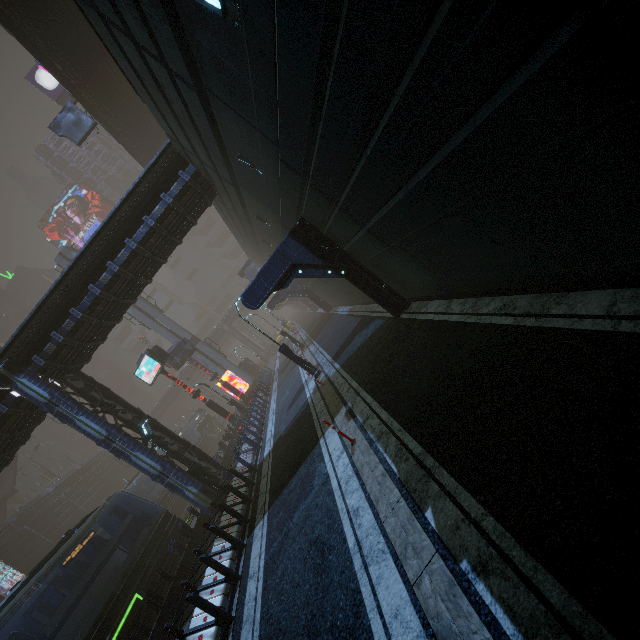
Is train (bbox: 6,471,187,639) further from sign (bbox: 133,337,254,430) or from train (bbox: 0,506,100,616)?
sign (bbox: 133,337,254,430)

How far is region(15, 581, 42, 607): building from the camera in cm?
2987

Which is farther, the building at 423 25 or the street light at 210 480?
the street light at 210 480

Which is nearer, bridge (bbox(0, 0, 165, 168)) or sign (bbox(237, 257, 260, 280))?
bridge (bbox(0, 0, 165, 168))

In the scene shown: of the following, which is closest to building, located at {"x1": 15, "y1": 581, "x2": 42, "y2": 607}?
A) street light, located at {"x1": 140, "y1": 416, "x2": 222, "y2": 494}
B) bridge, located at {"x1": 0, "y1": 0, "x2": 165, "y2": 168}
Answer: street light, located at {"x1": 140, "y1": 416, "x2": 222, "y2": 494}

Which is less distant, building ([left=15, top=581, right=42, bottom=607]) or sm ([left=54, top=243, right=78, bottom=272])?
building ([left=15, top=581, right=42, bottom=607])

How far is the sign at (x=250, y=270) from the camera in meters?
39.5 m

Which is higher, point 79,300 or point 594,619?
point 79,300
